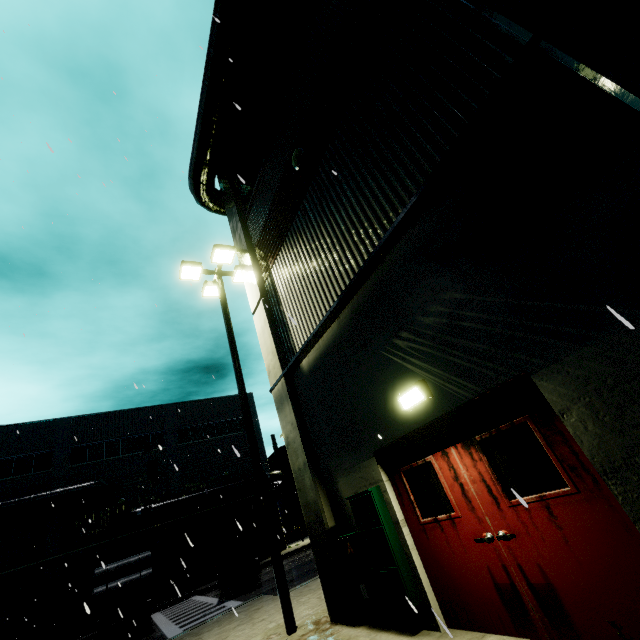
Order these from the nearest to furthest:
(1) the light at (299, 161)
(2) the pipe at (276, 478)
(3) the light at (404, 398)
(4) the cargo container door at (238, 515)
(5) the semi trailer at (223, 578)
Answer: (3) the light at (404, 398) → (1) the light at (299, 161) → (4) the cargo container door at (238, 515) → (5) the semi trailer at (223, 578) → (2) the pipe at (276, 478)

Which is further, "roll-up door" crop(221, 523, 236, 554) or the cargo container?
"roll-up door" crop(221, 523, 236, 554)

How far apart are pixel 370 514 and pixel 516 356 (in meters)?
3.57

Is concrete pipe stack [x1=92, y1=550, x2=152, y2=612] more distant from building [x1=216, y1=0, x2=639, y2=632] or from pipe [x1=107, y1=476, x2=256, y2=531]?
building [x1=216, y1=0, x2=639, y2=632]

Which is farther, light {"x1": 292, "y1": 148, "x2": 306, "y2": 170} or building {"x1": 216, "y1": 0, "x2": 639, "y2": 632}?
light {"x1": 292, "y1": 148, "x2": 306, "y2": 170}

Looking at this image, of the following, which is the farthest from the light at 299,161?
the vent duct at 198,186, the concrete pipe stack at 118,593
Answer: the concrete pipe stack at 118,593

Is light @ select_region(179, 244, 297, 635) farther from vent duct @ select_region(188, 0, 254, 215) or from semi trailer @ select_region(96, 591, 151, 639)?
vent duct @ select_region(188, 0, 254, 215)

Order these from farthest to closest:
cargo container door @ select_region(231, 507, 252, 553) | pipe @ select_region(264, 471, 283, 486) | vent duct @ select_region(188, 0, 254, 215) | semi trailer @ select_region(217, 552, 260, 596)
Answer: pipe @ select_region(264, 471, 283, 486)
semi trailer @ select_region(217, 552, 260, 596)
cargo container door @ select_region(231, 507, 252, 553)
vent duct @ select_region(188, 0, 254, 215)
